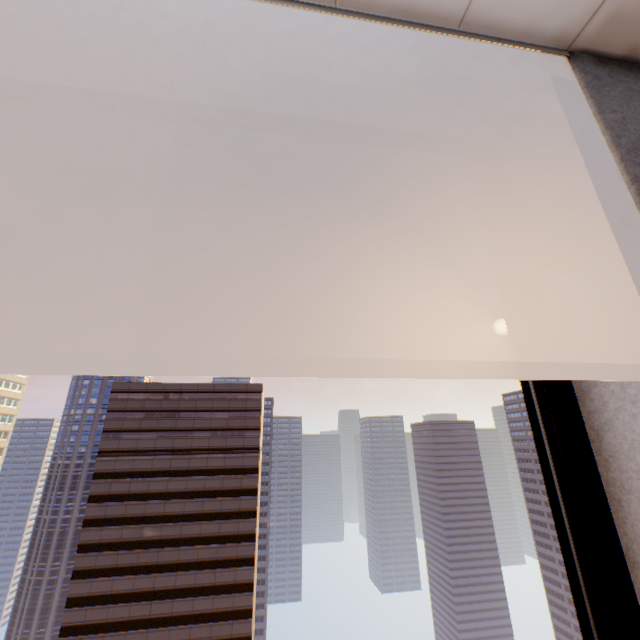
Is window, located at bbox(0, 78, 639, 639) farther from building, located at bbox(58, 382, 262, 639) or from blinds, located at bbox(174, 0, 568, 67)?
building, located at bbox(58, 382, 262, 639)

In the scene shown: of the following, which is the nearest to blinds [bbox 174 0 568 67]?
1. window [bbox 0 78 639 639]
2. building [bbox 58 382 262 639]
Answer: window [bbox 0 78 639 639]

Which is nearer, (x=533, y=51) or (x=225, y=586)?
(x=533, y=51)

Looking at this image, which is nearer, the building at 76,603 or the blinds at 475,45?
the blinds at 475,45

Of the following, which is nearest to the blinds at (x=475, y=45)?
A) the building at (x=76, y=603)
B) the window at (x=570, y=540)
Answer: the window at (x=570, y=540)
